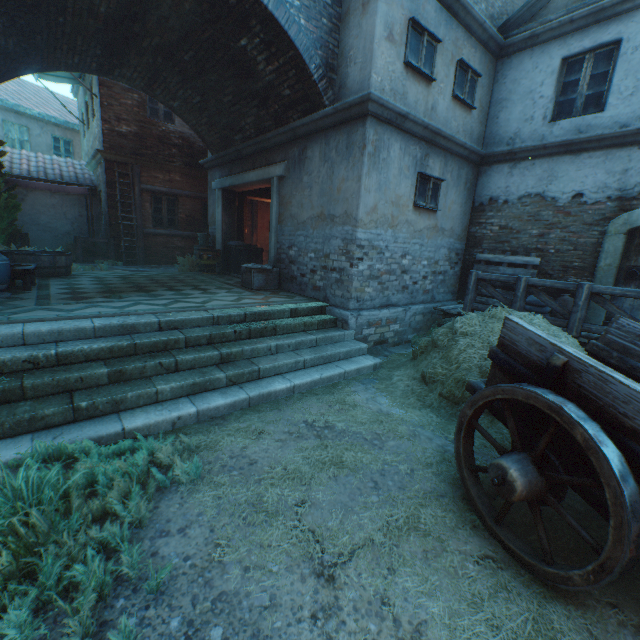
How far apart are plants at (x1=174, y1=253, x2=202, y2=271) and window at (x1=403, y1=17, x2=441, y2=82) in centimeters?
833cm

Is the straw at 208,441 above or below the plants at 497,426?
below

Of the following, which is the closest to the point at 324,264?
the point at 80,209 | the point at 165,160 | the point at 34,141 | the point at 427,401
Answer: the point at 427,401

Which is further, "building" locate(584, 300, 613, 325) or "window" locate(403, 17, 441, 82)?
"building" locate(584, 300, 613, 325)

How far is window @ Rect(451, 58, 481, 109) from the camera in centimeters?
734cm

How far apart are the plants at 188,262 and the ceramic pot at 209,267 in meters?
0.0 m

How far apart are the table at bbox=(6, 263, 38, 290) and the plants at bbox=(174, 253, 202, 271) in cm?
465

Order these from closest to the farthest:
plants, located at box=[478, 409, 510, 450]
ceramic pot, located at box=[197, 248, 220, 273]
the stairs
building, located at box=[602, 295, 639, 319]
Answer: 1. the stairs
2. plants, located at box=[478, 409, 510, 450]
3. building, located at box=[602, 295, 639, 319]
4. ceramic pot, located at box=[197, 248, 220, 273]
